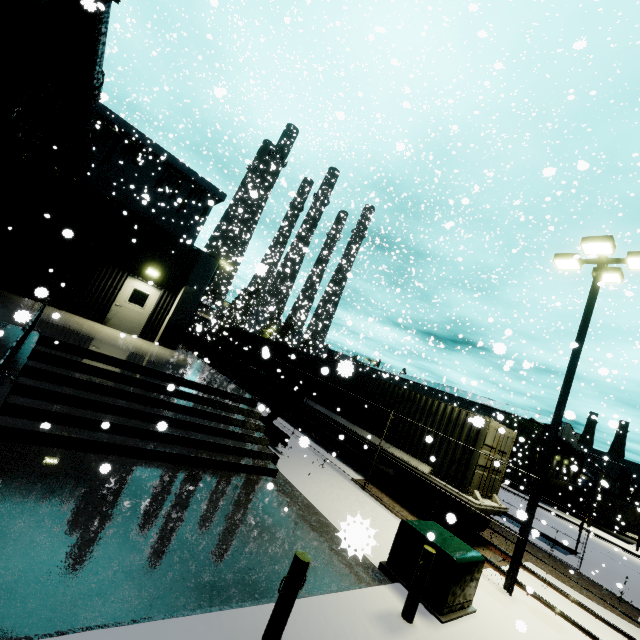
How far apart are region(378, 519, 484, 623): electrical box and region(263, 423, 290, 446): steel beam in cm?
580

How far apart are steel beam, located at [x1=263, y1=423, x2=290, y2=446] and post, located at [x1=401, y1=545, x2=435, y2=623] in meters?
7.2 m

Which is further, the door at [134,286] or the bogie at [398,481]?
the door at [134,286]

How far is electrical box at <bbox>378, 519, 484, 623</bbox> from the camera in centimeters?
596cm

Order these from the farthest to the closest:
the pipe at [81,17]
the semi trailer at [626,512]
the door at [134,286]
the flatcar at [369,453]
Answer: the semi trailer at [626,512]
the door at [134,286]
the flatcar at [369,453]
the pipe at [81,17]

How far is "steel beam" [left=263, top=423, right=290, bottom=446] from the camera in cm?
1228

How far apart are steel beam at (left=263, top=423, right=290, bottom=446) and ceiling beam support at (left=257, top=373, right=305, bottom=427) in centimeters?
84cm

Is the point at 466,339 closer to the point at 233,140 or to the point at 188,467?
the point at 233,140
